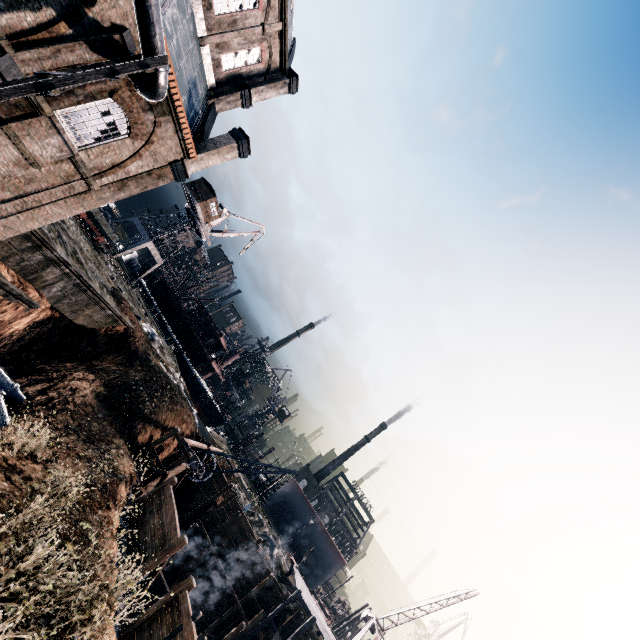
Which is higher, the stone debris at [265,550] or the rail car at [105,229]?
the rail car at [105,229]

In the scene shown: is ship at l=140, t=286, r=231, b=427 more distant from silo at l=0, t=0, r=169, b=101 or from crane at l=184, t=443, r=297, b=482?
silo at l=0, t=0, r=169, b=101

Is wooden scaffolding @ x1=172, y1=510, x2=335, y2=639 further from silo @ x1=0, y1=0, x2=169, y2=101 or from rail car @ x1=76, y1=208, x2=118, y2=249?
rail car @ x1=76, y1=208, x2=118, y2=249

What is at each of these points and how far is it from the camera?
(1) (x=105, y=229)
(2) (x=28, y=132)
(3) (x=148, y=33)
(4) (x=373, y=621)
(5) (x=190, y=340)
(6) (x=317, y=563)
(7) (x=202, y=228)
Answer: (1) rail car, 35.9 meters
(2) building, 14.4 meters
(3) silo, 11.5 meters
(4) crane, 30.0 meters
(5) ship, 59.3 meters
(6) ship construction, 52.5 meters
(7) crane, 56.5 meters

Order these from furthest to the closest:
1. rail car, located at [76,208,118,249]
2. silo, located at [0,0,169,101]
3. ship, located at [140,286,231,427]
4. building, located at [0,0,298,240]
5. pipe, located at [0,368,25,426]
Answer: ship, located at [140,286,231,427]
rail car, located at [76,208,118,249]
pipe, located at [0,368,25,426]
building, located at [0,0,298,240]
silo, located at [0,0,169,101]

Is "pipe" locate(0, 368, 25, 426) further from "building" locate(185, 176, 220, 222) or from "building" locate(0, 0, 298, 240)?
"building" locate(185, 176, 220, 222)

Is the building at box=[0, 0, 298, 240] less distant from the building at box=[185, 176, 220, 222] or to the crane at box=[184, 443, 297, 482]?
the crane at box=[184, 443, 297, 482]

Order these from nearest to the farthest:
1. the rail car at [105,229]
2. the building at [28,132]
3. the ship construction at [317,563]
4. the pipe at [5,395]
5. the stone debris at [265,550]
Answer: the building at [28,132] < the pipe at [5,395] < the stone debris at [265,550] < the rail car at [105,229] < the ship construction at [317,563]
